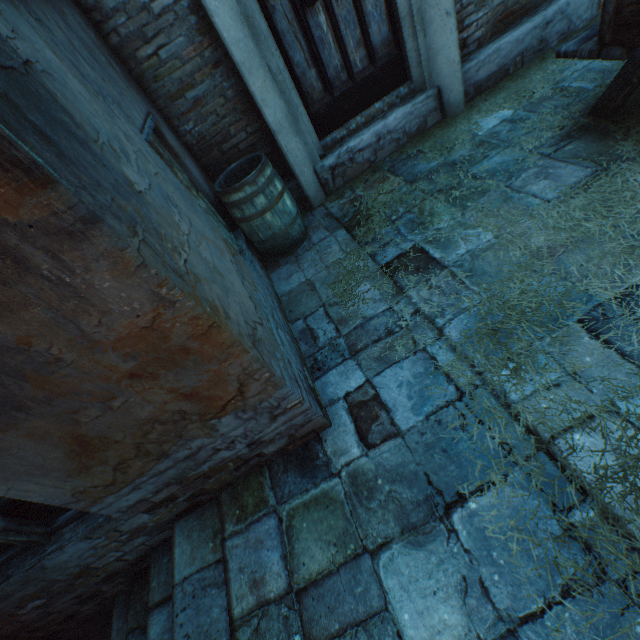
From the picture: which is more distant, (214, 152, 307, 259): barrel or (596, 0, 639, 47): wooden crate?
(214, 152, 307, 259): barrel

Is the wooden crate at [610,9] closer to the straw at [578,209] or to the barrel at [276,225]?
the straw at [578,209]

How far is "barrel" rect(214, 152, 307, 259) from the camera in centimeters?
319cm

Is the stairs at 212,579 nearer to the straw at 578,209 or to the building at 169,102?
the building at 169,102

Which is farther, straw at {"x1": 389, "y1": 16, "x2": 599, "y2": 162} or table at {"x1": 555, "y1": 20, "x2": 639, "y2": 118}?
straw at {"x1": 389, "y1": 16, "x2": 599, "y2": 162}

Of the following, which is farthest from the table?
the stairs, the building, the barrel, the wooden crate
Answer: the stairs

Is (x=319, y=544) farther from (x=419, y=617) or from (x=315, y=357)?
(x=315, y=357)

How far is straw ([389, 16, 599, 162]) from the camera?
3.6 meters
